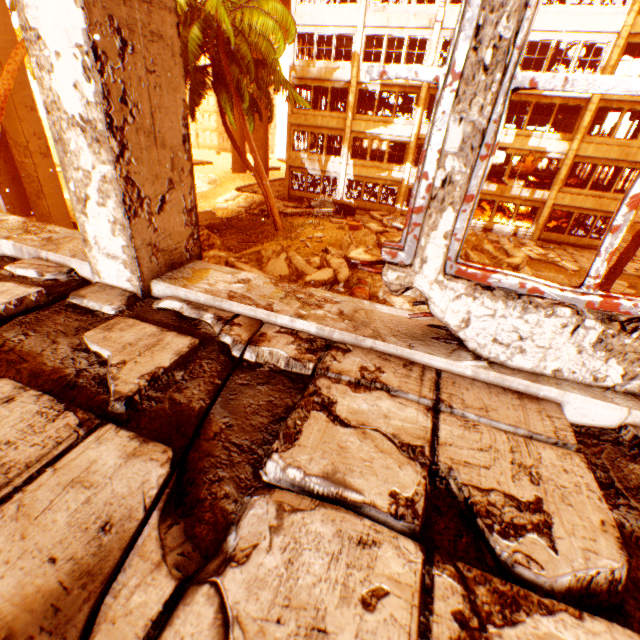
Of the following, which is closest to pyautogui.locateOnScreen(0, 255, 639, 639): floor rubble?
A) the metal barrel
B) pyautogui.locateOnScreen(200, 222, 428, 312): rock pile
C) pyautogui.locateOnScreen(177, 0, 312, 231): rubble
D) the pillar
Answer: the pillar

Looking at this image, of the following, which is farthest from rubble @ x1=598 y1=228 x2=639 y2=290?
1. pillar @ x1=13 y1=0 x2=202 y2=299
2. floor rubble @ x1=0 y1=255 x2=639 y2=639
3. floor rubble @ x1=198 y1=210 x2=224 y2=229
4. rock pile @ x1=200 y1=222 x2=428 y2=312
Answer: floor rubble @ x1=0 y1=255 x2=639 y2=639

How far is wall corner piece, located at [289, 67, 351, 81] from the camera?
22.9 meters

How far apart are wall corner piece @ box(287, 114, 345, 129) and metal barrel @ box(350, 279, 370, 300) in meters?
19.9

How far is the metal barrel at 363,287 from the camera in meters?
9.1

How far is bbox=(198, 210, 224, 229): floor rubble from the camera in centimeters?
2062cm

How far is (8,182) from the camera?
17.59m

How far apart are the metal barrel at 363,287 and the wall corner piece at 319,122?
19.91m
